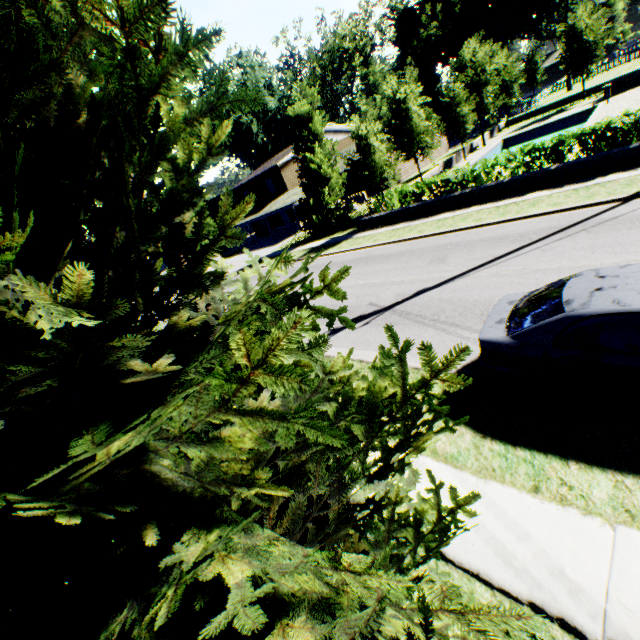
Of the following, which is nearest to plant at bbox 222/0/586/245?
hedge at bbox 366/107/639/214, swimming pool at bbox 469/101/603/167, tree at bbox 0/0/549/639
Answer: tree at bbox 0/0/549/639

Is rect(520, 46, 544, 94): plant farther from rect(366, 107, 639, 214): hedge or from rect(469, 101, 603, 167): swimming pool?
rect(366, 107, 639, 214): hedge

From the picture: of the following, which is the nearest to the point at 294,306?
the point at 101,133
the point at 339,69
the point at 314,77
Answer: the point at 101,133

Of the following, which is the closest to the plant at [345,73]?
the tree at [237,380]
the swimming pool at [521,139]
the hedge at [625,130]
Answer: the tree at [237,380]

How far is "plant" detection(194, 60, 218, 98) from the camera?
52.4 meters

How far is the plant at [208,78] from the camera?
52.4m
